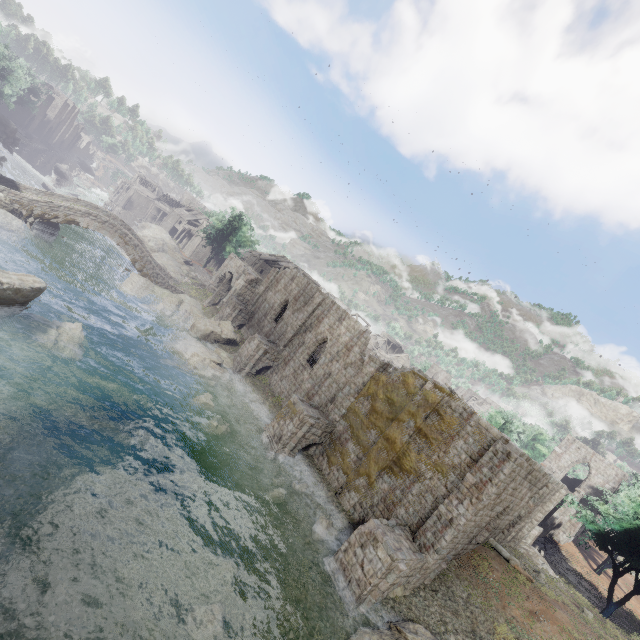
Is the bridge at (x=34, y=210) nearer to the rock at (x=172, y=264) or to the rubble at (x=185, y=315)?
the rock at (x=172, y=264)

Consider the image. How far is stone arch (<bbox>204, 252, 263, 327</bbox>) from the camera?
36.1 meters

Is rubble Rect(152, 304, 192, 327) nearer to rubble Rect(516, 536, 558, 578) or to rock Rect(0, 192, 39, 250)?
rock Rect(0, 192, 39, 250)

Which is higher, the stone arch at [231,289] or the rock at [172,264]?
the stone arch at [231,289]

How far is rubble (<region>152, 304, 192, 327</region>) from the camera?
32.22m

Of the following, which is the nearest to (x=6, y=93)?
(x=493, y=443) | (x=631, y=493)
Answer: (x=493, y=443)

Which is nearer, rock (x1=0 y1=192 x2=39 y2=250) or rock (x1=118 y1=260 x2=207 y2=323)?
rock (x1=0 y1=192 x2=39 y2=250)

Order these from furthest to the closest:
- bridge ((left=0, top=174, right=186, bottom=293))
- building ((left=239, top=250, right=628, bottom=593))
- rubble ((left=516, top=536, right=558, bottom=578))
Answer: bridge ((left=0, top=174, right=186, bottom=293))
rubble ((left=516, top=536, right=558, bottom=578))
building ((left=239, top=250, right=628, bottom=593))
